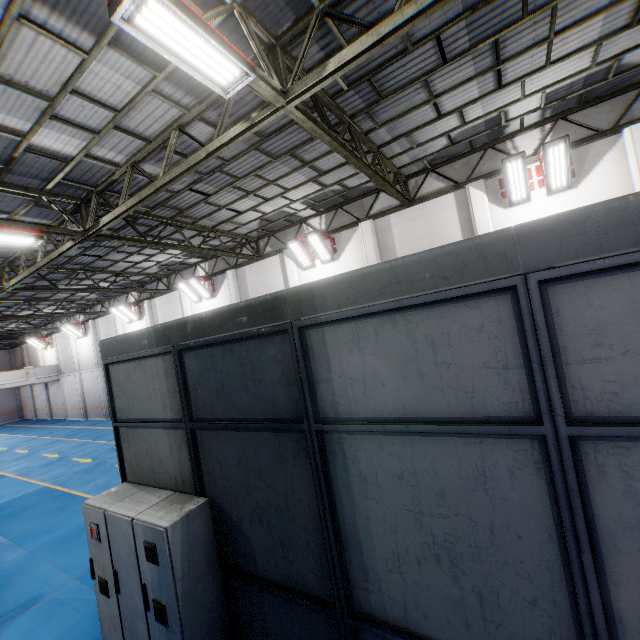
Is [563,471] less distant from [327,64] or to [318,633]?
[318,633]

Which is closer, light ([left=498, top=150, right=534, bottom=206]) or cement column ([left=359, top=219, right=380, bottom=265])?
light ([left=498, top=150, right=534, bottom=206])

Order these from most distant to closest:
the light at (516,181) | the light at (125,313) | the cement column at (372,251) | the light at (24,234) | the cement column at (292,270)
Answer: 1. the light at (125,313)
2. the cement column at (292,270)
3. the cement column at (372,251)
4. the light at (516,181)
5. the light at (24,234)

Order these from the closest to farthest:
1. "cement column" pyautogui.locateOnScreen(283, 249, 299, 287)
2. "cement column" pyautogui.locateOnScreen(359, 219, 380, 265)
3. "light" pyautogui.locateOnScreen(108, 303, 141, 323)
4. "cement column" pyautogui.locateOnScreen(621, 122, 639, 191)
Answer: "cement column" pyautogui.locateOnScreen(621, 122, 639, 191)
"cement column" pyautogui.locateOnScreen(359, 219, 380, 265)
"cement column" pyautogui.locateOnScreen(283, 249, 299, 287)
"light" pyautogui.locateOnScreen(108, 303, 141, 323)

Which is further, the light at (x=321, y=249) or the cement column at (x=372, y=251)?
the light at (x=321, y=249)

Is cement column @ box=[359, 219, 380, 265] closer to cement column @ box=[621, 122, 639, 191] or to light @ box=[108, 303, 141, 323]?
cement column @ box=[621, 122, 639, 191]

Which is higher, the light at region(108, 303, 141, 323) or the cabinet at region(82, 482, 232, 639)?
the light at region(108, 303, 141, 323)

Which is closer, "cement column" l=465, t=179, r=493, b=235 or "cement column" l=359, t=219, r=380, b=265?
"cement column" l=465, t=179, r=493, b=235
